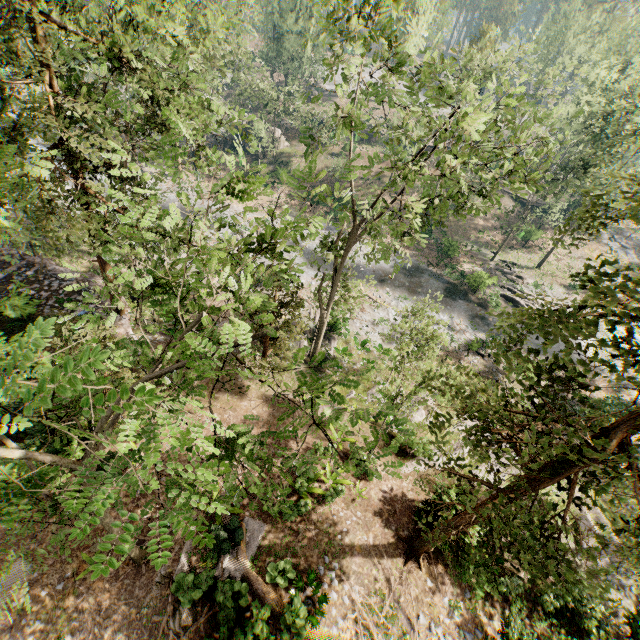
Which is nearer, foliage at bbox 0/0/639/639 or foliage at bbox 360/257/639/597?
foliage at bbox 0/0/639/639

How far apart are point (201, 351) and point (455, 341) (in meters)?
26.92

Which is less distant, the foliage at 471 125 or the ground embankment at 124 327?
the foliage at 471 125

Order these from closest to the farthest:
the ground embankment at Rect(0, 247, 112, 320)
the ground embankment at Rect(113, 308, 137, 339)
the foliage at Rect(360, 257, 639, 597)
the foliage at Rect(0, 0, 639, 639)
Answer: the foliage at Rect(0, 0, 639, 639)
the foliage at Rect(360, 257, 639, 597)
the ground embankment at Rect(113, 308, 137, 339)
the ground embankment at Rect(0, 247, 112, 320)

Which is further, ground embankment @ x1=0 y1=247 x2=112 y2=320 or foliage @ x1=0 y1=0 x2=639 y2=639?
ground embankment @ x1=0 y1=247 x2=112 y2=320

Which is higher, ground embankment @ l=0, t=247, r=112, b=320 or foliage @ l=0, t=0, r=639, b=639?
foliage @ l=0, t=0, r=639, b=639

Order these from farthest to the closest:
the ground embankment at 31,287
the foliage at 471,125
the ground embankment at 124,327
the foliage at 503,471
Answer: the ground embankment at 31,287
the ground embankment at 124,327
the foliage at 503,471
the foliage at 471,125
